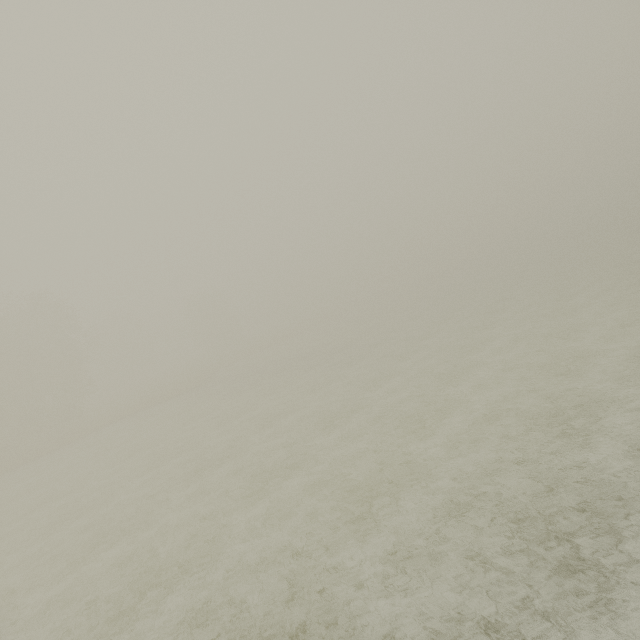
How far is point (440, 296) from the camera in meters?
56.5
